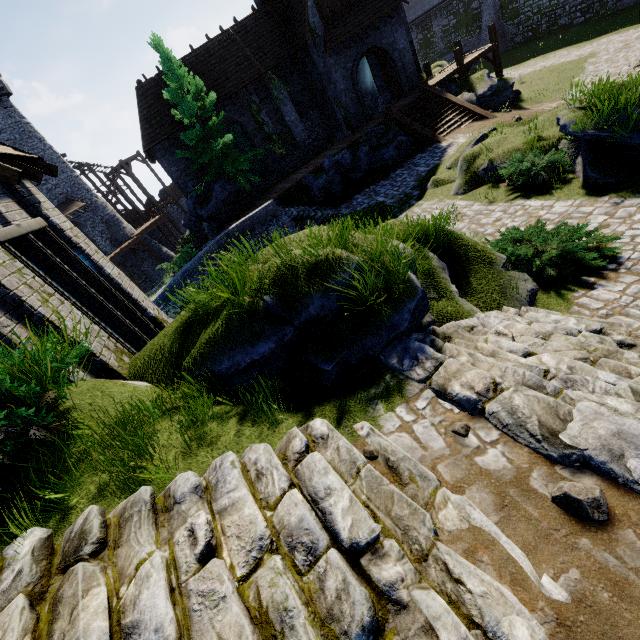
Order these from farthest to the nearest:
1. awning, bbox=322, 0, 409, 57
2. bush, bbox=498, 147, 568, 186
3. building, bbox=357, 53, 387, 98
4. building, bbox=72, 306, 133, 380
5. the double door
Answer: building, bbox=357, 53, 387, 98 < the double door < awning, bbox=322, 0, 409, 57 < bush, bbox=498, 147, 568, 186 < building, bbox=72, 306, 133, 380

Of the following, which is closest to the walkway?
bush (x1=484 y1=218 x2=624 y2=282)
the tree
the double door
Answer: the double door

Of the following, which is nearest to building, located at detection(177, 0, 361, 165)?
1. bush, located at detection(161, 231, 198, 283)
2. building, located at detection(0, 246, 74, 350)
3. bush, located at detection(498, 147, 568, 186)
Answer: bush, located at detection(161, 231, 198, 283)

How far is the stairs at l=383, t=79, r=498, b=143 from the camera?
18.70m

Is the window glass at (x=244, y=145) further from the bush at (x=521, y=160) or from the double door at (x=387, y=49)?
the bush at (x=521, y=160)

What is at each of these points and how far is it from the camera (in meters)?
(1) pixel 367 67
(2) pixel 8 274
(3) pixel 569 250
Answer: (1) building, 29.22
(2) building, 4.80
(3) bush, 6.07

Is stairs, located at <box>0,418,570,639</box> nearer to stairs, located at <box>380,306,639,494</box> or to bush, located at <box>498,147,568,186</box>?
stairs, located at <box>380,306,639,494</box>

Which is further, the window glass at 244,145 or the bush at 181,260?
the window glass at 244,145
